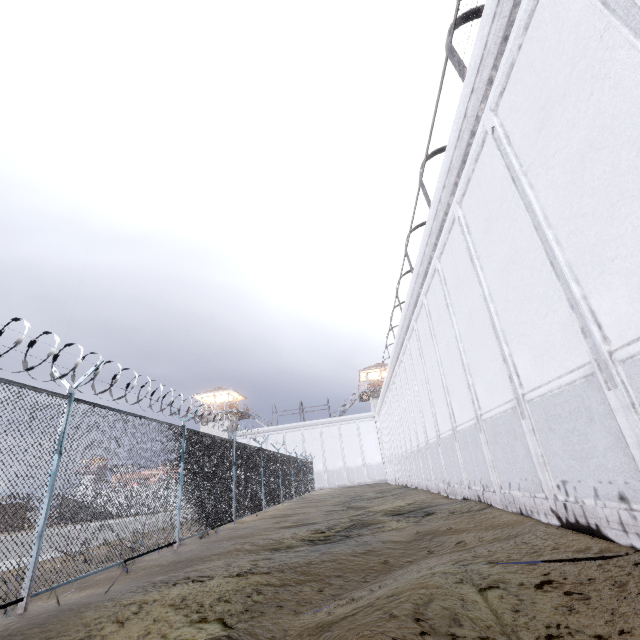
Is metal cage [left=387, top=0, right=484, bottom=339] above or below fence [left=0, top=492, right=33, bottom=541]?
above

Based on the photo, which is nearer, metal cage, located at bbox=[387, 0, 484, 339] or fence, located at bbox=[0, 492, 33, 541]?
fence, located at bbox=[0, 492, 33, 541]

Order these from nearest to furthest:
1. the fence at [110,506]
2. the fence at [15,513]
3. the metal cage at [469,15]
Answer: the fence at [15,513]
the fence at [110,506]
the metal cage at [469,15]

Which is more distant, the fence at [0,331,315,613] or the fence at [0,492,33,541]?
the fence at [0,331,315,613]

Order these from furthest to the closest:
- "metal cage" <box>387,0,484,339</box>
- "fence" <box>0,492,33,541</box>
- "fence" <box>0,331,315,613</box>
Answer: "metal cage" <box>387,0,484,339</box> → "fence" <box>0,331,315,613</box> → "fence" <box>0,492,33,541</box>

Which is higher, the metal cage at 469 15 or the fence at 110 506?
the metal cage at 469 15

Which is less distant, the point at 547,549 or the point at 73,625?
the point at 73,625
